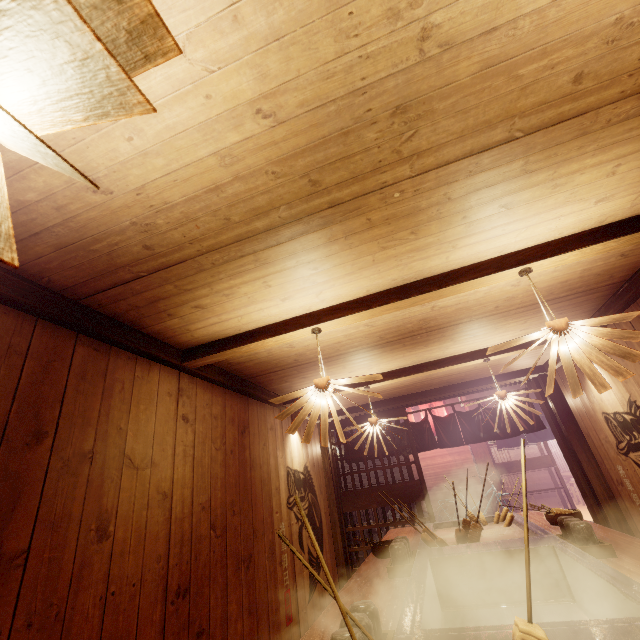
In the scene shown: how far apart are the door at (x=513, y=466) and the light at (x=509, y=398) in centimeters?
1258cm

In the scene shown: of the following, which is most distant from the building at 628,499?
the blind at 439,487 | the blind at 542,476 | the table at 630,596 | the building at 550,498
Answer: the blind at 542,476

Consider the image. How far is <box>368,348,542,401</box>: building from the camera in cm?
802

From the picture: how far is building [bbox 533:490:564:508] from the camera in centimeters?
2094cm

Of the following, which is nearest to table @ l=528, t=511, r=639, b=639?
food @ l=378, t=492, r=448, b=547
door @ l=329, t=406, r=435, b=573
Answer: food @ l=378, t=492, r=448, b=547

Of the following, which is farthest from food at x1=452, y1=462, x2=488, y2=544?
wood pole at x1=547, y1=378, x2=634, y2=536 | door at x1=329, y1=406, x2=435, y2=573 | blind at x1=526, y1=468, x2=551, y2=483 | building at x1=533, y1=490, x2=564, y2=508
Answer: blind at x1=526, y1=468, x2=551, y2=483

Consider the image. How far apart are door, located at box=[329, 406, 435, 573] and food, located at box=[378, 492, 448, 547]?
4.74m

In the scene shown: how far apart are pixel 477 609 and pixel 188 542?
3.56m
